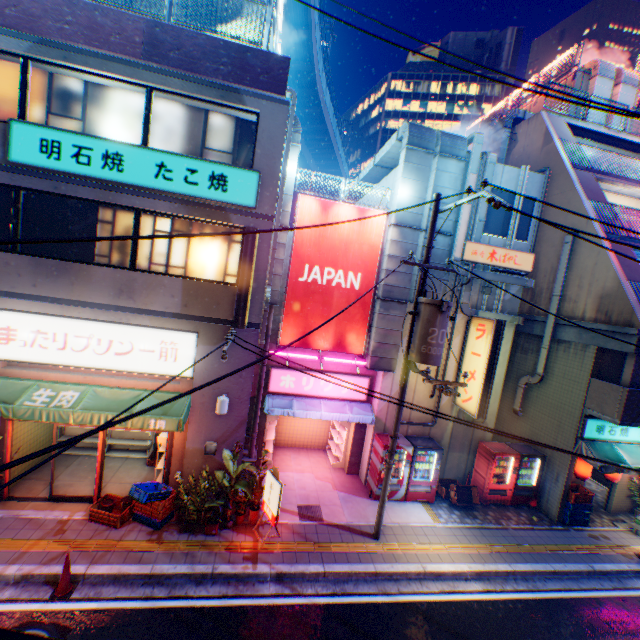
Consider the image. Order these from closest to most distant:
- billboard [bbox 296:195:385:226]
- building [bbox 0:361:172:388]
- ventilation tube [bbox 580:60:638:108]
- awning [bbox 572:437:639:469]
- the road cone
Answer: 1. the road cone
2. building [bbox 0:361:172:388]
3. billboard [bbox 296:195:385:226]
4. awning [bbox 572:437:639:469]
5. ventilation tube [bbox 580:60:638:108]

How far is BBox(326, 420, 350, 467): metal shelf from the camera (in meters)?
12.92

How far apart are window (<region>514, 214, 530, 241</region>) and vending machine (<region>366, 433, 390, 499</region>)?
7.76m

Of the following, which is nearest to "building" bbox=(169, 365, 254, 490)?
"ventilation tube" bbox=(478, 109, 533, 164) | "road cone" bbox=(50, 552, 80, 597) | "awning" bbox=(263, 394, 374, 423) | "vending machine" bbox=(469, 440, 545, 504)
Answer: "awning" bbox=(263, 394, 374, 423)

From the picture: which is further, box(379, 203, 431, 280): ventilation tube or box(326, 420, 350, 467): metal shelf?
box(326, 420, 350, 467): metal shelf

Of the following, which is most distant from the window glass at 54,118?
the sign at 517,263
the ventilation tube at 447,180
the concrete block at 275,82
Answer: the sign at 517,263

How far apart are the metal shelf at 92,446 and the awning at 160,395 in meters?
2.9 m

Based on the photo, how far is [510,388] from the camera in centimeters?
1443cm
